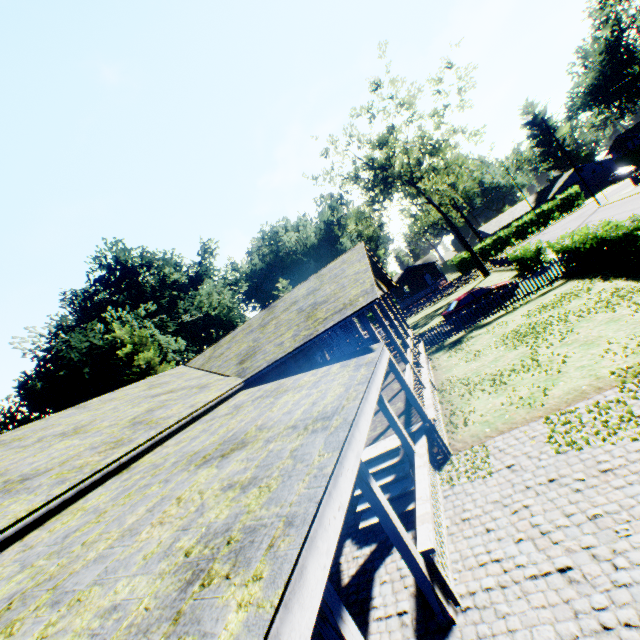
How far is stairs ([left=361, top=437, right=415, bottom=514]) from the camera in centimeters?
709cm

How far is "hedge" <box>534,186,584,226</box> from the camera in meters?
48.8

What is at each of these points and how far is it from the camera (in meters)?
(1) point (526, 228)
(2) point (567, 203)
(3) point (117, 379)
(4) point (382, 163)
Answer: (1) hedge, 51.06
(2) hedge, 48.88
(3) plant, 36.81
(4) tree, 33.34

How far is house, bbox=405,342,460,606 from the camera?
4.7m

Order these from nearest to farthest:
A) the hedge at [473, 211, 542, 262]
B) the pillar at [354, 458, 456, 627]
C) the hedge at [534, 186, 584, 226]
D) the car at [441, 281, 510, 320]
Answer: the pillar at [354, 458, 456, 627] < the car at [441, 281, 510, 320] < the hedge at [534, 186, 584, 226] < the hedge at [473, 211, 542, 262]

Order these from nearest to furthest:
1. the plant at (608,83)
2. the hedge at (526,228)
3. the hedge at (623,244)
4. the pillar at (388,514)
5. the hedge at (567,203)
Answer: the pillar at (388,514), the hedge at (623,244), the hedge at (567,203), the hedge at (526,228), the plant at (608,83)

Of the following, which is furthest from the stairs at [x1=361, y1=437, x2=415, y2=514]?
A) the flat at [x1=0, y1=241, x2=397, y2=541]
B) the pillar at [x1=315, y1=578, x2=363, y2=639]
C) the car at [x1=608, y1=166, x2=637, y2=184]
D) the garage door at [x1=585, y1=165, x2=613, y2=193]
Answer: the garage door at [x1=585, y1=165, x2=613, y2=193]

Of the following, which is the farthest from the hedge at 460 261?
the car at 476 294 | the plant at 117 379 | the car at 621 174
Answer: the car at 476 294
